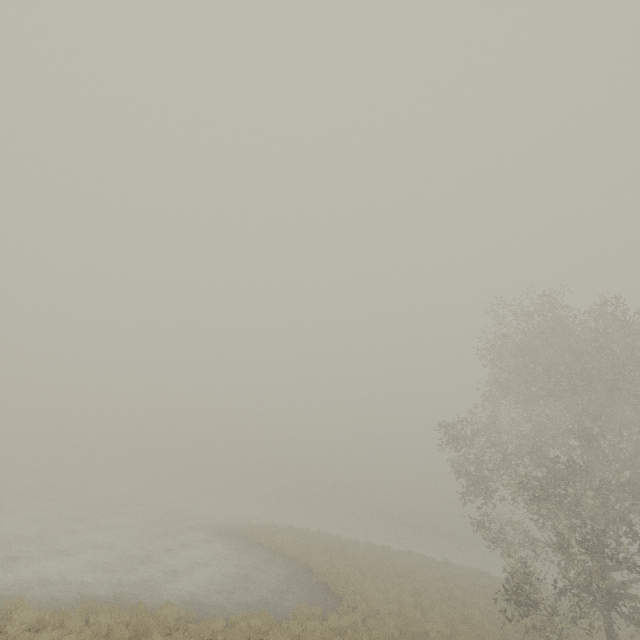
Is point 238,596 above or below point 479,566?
above
